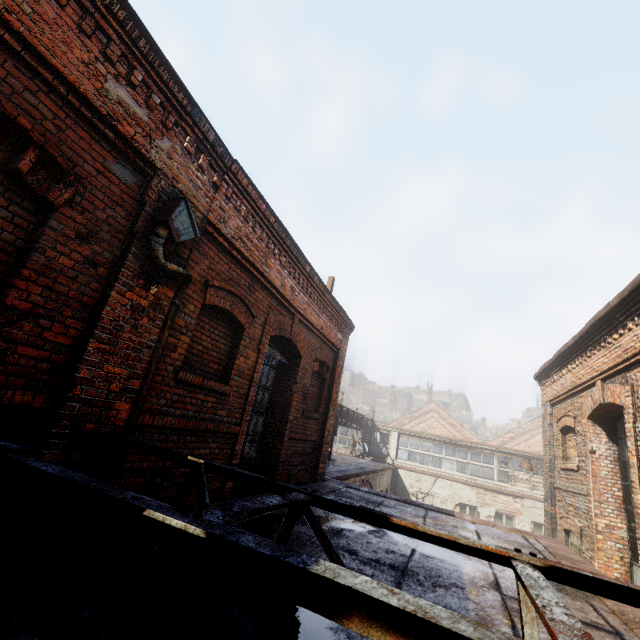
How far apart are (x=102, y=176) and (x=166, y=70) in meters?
1.3

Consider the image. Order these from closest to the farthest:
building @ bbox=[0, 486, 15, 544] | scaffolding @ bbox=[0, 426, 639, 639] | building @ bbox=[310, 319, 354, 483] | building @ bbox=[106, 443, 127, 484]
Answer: scaffolding @ bbox=[0, 426, 639, 639] → building @ bbox=[0, 486, 15, 544] → building @ bbox=[106, 443, 127, 484] → building @ bbox=[310, 319, 354, 483]

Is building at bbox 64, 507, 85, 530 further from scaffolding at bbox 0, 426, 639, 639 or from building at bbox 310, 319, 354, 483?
building at bbox 310, 319, 354, 483

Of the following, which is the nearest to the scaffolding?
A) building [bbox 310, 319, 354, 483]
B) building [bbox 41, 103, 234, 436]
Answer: building [bbox 41, 103, 234, 436]

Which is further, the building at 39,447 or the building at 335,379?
the building at 335,379

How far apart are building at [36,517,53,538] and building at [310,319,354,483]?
5.8 meters

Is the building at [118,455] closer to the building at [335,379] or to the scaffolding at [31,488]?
the scaffolding at [31,488]
